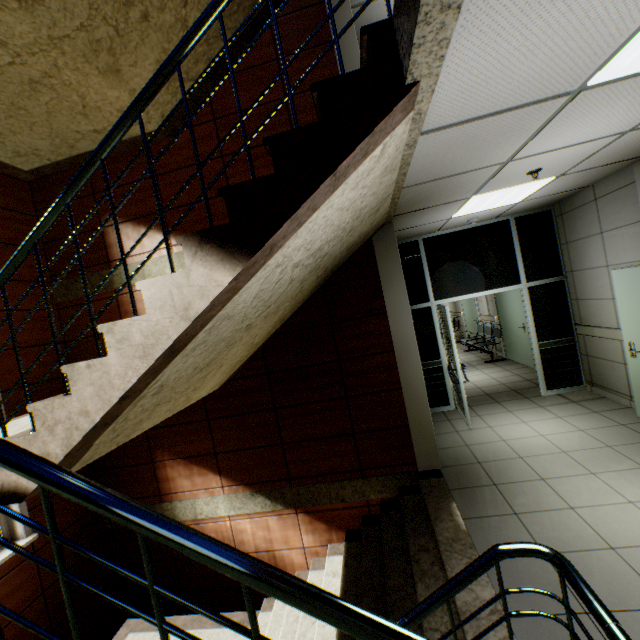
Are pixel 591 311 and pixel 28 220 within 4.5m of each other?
no

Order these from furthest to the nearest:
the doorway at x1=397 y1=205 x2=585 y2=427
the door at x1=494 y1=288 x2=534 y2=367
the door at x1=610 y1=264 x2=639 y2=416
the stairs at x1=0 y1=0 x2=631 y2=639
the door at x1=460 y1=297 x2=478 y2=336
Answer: the door at x1=460 y1=297 x2=478 y2=336 < the door at x1=494 y1=288 x2=534 y2=367 < the doorway at x1=397 y1=205 x2=585 y2=427 < the door at x1=610 y1=264 x2=639 y2=416 < the stairs at x1=0 y1=0 x2=631 y2=639

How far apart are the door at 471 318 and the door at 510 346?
1.7m

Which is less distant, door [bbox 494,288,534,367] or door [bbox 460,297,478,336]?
door [bbox 494,288,534,367]

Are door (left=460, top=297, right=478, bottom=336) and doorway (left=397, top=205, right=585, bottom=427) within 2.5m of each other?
no

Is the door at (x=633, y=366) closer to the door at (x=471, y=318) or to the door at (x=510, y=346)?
the door at (x=510, y=346)

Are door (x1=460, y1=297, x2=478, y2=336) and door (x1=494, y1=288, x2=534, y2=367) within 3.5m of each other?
yes

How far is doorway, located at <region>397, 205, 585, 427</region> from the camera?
5.6m
